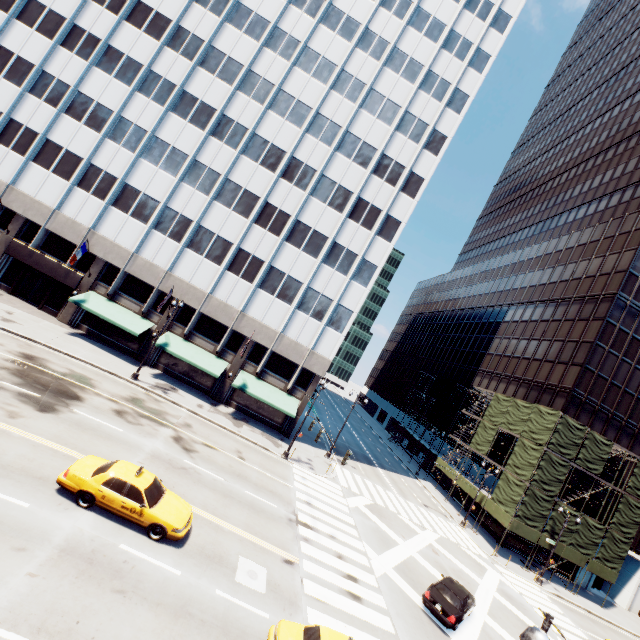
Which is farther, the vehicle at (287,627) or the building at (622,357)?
the building at (622,357)

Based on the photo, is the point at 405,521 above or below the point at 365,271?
below

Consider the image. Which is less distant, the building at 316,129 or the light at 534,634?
the light at 534,634

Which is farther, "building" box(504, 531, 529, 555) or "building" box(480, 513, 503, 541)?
"building" box(480, 513, 503, 541)

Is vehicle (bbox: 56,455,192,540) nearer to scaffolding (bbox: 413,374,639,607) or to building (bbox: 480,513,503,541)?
scaffolding (bbox: 413,374,639,607)

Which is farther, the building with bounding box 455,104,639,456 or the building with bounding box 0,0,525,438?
the building with bounding box 455,104,639,456

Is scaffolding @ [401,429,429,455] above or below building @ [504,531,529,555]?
above

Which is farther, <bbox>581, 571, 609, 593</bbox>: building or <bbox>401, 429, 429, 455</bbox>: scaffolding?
<bbox>401, 429, 429, 455</bbox>: scaffolding
